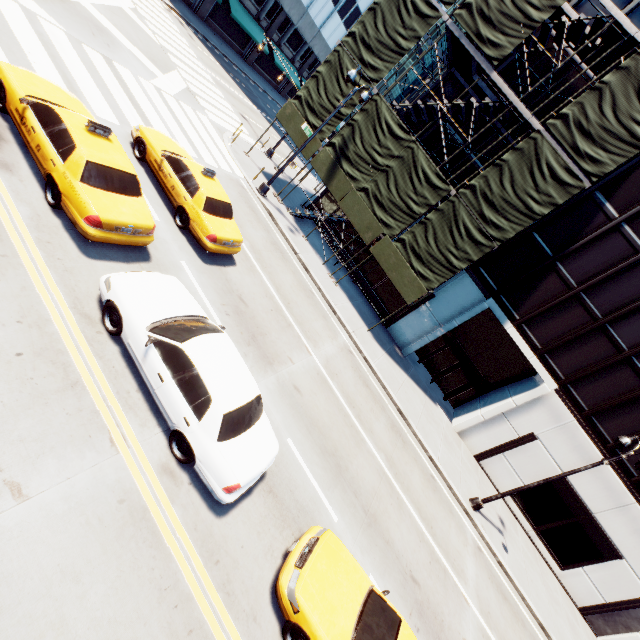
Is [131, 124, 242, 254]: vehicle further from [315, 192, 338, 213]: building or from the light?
the light

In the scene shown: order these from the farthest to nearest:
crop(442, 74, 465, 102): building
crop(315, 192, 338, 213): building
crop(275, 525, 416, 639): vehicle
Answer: crop(315, 192, 338, 213): building → crop(442, 74, 465, 102): building → crop(275, 525, 416, 639): vehicle

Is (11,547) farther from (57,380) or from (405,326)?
(405,326)

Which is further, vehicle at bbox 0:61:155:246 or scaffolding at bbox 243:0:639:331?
scaffolding at bbox 243:0:639:331

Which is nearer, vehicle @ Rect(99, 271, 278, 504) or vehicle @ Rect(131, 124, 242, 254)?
vehicle @ Rect(99, 271, 278, 504)

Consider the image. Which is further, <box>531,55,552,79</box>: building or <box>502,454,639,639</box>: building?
<box>502,454,639,639</box>: building

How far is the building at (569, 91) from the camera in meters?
15.8 m

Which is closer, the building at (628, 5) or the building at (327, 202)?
the building at (628, 5)
